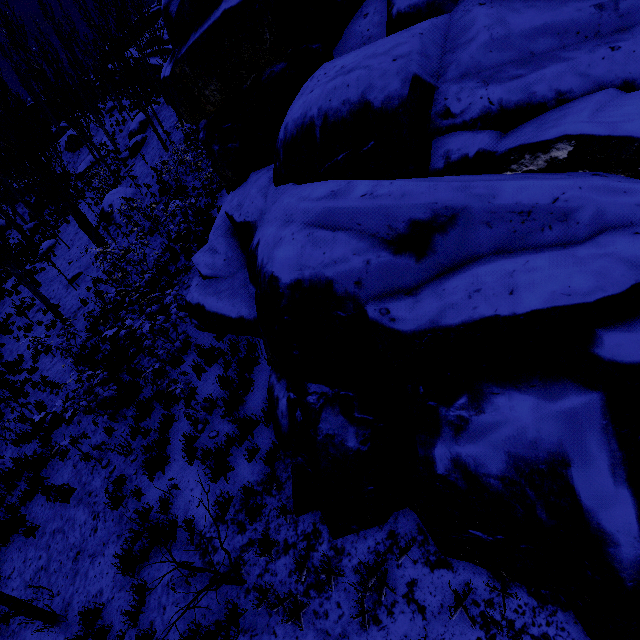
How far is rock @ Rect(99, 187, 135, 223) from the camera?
18.31m

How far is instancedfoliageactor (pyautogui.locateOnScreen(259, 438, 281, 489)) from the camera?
4.9m

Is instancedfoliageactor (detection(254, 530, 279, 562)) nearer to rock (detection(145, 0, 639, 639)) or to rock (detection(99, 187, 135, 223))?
rock (detection(145, 0, 639, 639))

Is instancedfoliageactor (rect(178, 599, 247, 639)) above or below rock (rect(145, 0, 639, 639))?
below

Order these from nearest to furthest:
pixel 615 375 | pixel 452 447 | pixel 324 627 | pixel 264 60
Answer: pixel 615 375
pixel 452 447
pixel 324 627
pixel 264 60

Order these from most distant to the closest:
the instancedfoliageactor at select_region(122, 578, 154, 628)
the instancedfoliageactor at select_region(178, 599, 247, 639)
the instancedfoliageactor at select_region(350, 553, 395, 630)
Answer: the instancedfoliageactor at select_region(122, 578, 154, 628) < the instancedfoliageactor at select_region(178, 599, 247, 639) < the instancedfoliageactor at select_region(350, 553, 395, 630)

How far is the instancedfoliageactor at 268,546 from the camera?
4.28m

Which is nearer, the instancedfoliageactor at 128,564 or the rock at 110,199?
the instancedfoliageactor at 128,564
